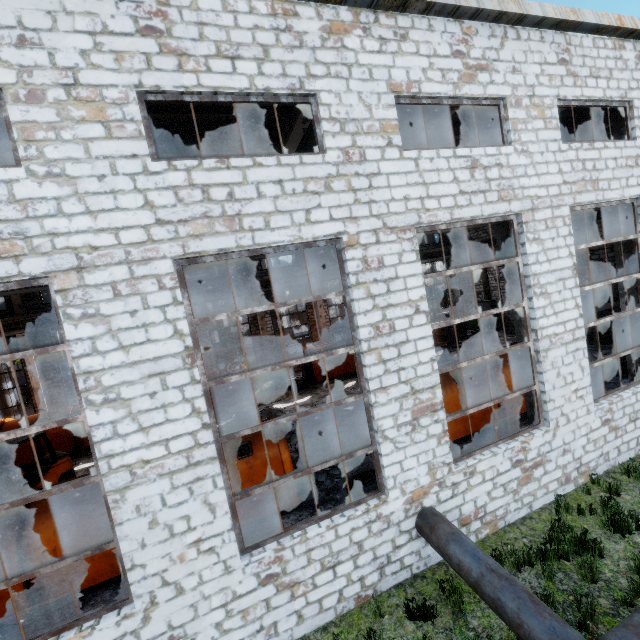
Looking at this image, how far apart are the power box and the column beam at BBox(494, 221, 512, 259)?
18.2 meters

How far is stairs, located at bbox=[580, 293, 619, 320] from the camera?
16.6 meters

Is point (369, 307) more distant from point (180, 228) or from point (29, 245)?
point (29, 245)

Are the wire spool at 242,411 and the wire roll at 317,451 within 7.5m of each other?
yes

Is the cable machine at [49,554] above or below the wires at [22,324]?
below

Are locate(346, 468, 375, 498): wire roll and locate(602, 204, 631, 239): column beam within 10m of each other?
yes

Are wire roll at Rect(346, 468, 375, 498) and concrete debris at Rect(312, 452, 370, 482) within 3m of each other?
yes

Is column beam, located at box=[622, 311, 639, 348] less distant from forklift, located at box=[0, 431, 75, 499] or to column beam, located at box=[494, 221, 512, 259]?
column beam, located at box=[494, 221, 512, 259]
